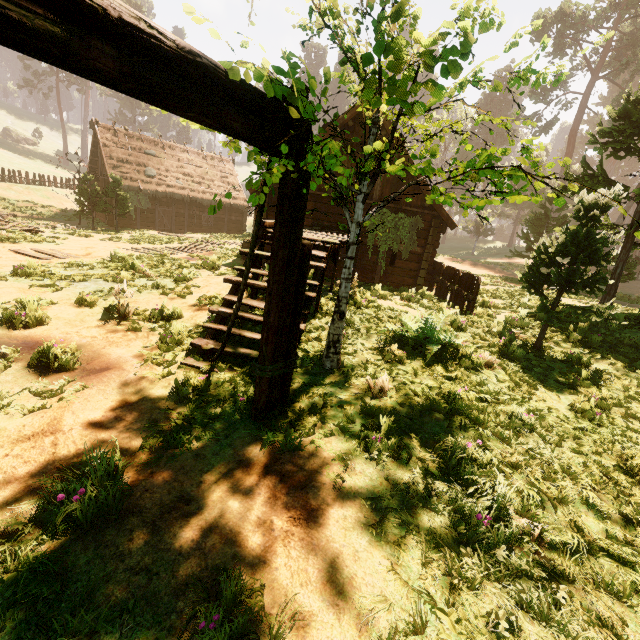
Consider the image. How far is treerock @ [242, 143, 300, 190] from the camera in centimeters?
232cm

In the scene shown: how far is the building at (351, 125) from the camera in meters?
13.1 m

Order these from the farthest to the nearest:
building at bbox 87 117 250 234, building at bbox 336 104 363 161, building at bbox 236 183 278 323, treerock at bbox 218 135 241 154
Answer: building at bbox 87 117 250 234, building at bbox 336 104 363 161, building at bbox 236 183 278 323, treerock at bbox 218 135 241 154

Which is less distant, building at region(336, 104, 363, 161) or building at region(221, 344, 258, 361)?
building at region(221, 344, 258, 361)

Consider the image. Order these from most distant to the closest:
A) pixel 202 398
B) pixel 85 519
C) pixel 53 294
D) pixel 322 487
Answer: pixel 53 294
pixel 202 398
pixel 322 487
pixel 85 519

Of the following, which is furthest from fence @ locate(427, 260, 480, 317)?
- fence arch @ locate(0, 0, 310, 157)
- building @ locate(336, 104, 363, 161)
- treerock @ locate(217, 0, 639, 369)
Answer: fence arch @ locate(0, 0, 310, 157)

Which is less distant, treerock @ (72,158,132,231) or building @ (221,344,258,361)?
building @ (221,344,258,361)
